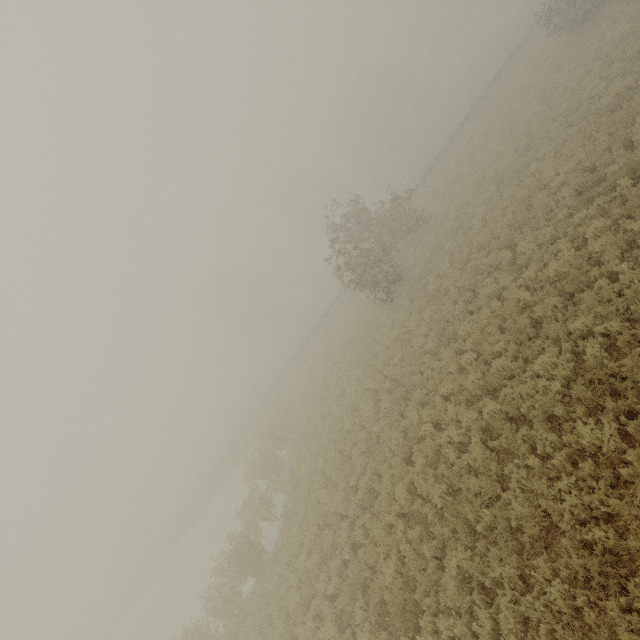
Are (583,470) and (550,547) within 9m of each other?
yes
